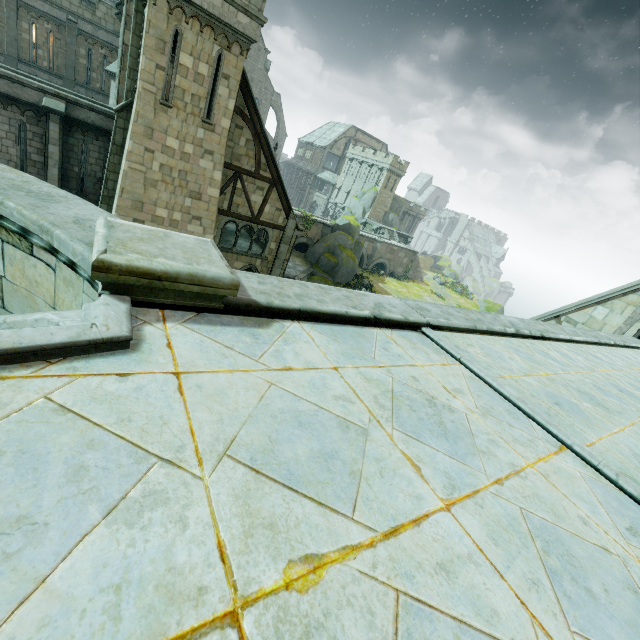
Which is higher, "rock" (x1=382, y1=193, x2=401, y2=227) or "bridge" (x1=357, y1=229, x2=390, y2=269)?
"rock" (x1=382, y1=193, x2=401, y2=227)

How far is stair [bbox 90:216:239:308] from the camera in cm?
213

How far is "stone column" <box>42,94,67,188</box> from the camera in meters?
13.7 m

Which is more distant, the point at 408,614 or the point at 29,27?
the point at 29,27

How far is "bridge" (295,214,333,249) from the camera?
41.0 meters

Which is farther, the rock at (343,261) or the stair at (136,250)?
the rock at (343,261)

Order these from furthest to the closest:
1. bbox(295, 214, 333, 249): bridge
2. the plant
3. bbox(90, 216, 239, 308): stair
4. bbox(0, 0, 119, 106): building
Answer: bbox(295, 214, 333, 249): bridge, the plant, bbox(0, 0, 119, 106): building, bbox(90, 216, 239, 308): stair

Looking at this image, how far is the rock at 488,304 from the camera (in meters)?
52.21
